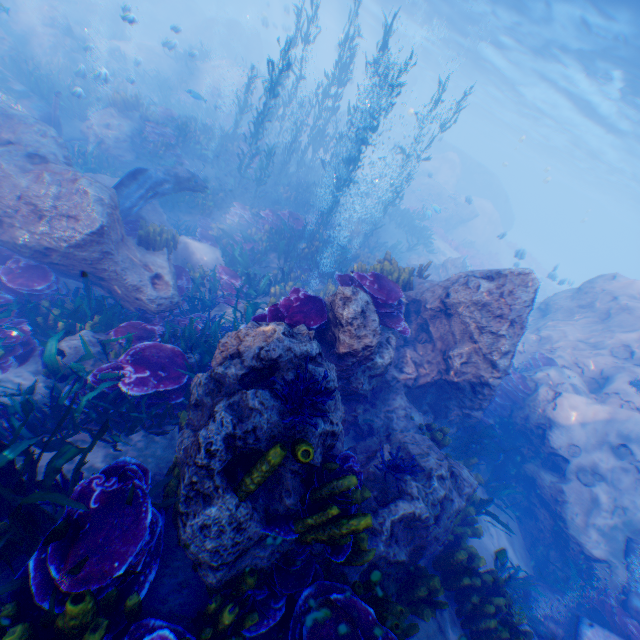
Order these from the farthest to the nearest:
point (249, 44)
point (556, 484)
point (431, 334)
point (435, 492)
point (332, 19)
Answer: point (332, 19)
point (249, 44)
point (556, 484)
point (431, 334)
point (435, 492)

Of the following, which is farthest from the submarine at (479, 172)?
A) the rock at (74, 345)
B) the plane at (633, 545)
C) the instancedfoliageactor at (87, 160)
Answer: the rock at (74, 345)

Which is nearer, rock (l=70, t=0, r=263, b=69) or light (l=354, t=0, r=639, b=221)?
light (l=354, t=0, r=639, b=221)

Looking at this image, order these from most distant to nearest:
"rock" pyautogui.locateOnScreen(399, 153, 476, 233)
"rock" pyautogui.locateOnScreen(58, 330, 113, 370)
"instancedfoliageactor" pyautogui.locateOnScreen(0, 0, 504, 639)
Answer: "rock" pyautogui.locateOnScreen(399, 153, 476, 233)
"rock" pyautogui.locateOnScreen(58, 330, 113, 370)
"instancedfoliageactor" pyautogui.locateOnScreen(0, 0, 504, 639)

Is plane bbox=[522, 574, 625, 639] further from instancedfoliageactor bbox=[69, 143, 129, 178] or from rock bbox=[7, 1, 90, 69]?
instancedfoliageactor bbox=[69, 143, 129, 178]

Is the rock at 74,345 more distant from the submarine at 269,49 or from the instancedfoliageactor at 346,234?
the submarine at 269,49

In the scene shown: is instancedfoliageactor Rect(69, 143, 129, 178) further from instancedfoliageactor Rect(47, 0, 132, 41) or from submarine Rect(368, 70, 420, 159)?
submarine Rect(368, 70, 420, 159)

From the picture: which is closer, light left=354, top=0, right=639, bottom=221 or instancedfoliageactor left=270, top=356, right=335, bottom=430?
instancedfoliageactor left=270, top=356, right=335, bottom=430
